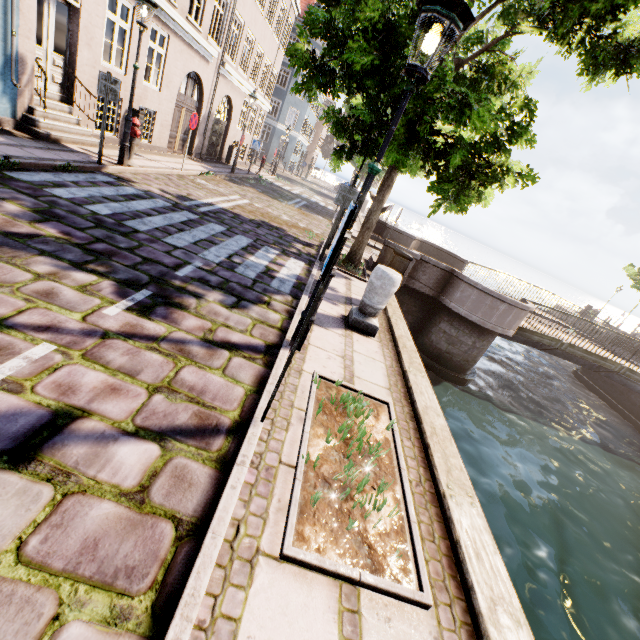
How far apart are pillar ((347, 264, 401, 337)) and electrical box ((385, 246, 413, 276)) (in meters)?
1.03

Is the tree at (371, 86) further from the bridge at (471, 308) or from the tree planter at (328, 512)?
the tree planter at (328, 512)

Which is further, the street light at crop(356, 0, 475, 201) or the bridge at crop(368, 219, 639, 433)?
the bridge at crop(368, 219, 639, 433)

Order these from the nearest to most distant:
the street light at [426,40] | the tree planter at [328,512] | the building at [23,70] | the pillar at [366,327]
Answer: the tree planter at [328,512]
the street light at [426,40]
the pillar at [366,327]
the building at [23,70]

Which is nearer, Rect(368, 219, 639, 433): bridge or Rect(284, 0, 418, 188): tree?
Rect(284, 0, 418, 188): tree

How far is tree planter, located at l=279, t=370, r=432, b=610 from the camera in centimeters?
197cm

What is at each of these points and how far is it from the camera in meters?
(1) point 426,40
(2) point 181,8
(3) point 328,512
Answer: (1) street light, 2.8 m
(2) building, 11.2 m
(3) tree planter, 2.3 m

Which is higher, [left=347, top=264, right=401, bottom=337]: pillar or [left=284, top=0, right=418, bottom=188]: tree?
[left=284, top=0, right=418, bottom=188]: tree
